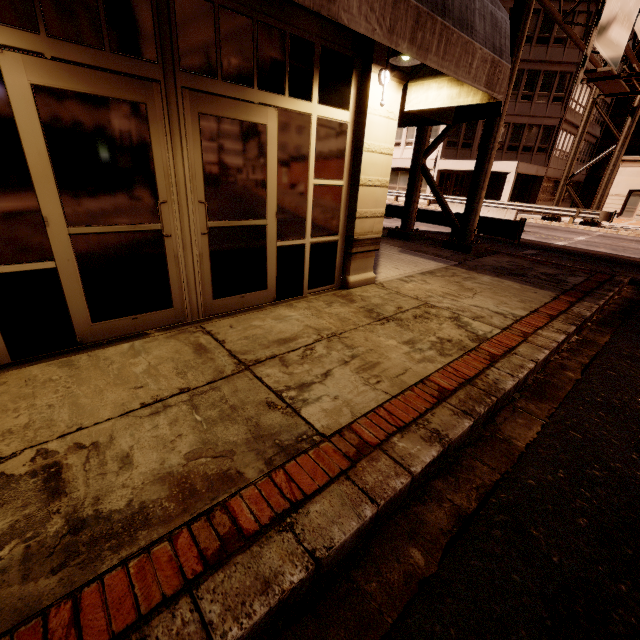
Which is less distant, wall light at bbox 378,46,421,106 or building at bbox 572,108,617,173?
wall light at bbox 378,46,421,106

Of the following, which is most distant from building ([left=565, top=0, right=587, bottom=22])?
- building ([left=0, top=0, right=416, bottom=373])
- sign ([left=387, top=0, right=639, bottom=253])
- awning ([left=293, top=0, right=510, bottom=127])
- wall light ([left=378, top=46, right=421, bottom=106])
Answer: wall light ([left=378, top=46, right=421, bottom=106])

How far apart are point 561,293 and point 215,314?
6.8 meters

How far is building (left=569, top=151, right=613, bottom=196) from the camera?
35.4m

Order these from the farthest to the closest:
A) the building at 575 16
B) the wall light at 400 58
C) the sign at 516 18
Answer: the building at 575 16, the sign at 516 18, the wall light at 400 58

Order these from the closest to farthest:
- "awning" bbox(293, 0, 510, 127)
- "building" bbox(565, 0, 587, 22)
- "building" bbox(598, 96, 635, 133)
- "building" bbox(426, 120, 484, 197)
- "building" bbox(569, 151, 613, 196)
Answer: "awning" bbox(293, 0, 510, 127)
"building" bbox(565, 0, 587, 22)
"building" bbox(426, 120, 484, 197)
"building" bbox(598, 96, 635, 133)
"building" bbox(569, 151, 613, 196)

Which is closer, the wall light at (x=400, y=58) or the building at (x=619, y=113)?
the wall light at (x=400, y=58)

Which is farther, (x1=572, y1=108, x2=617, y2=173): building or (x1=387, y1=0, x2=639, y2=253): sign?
(x1=572, y1=108, x2=617, y2=173): building
